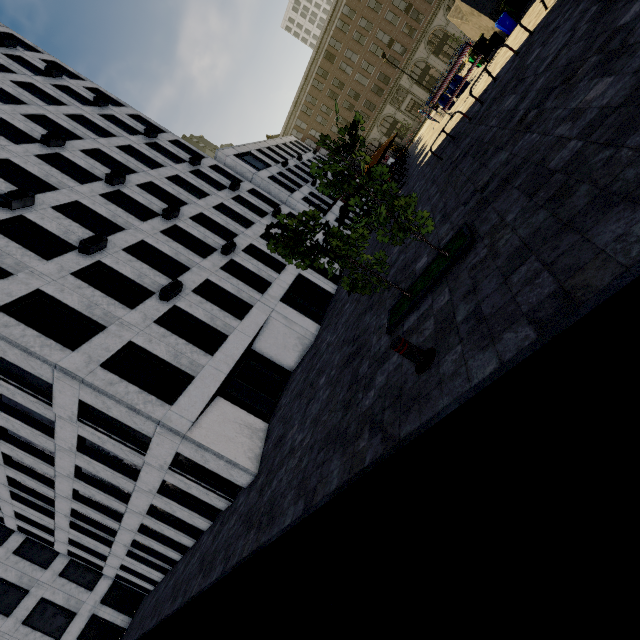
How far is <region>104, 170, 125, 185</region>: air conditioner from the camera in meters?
18.5 m

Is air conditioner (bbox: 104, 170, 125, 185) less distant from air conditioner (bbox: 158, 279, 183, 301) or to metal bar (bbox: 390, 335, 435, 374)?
air conditioner (bbox: 158, 279, 183, 301)

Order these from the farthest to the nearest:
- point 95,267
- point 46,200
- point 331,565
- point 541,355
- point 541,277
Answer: point 46,200 → point 95,267 → point 331,565 → point 541,277 → point 541,355

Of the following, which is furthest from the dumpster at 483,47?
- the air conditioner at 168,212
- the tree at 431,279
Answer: the air conditioner at 168,212

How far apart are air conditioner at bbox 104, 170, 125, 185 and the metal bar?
20.8 meters

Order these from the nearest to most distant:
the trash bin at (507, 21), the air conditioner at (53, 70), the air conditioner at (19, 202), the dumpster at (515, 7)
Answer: the air conditioner at (19, 202), the dumpster at (515, 7), the trash bin at (507, 21), the air conditioner at (53, 70)

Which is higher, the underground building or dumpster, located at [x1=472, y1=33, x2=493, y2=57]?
the underground building

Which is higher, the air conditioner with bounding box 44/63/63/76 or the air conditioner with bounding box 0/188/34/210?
the air conditioner with bounding box 44/63/63/76
